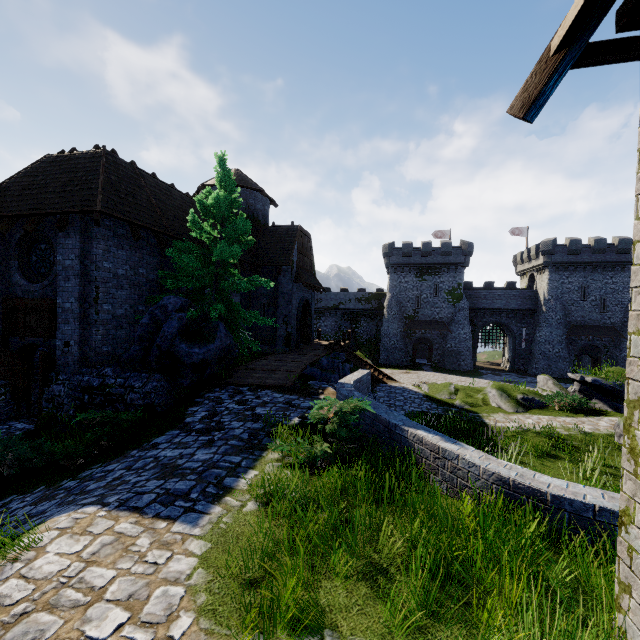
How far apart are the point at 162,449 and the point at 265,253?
17.3m

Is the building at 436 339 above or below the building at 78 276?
below

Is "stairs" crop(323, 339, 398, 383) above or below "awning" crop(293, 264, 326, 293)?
below

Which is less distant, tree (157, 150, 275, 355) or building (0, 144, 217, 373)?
building (0, 144, 217, 373)

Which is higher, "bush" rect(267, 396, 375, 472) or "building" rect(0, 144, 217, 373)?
"building" rect(0, 144, 217, 373)

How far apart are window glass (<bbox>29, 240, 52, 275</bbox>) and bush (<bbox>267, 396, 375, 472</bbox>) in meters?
11.3

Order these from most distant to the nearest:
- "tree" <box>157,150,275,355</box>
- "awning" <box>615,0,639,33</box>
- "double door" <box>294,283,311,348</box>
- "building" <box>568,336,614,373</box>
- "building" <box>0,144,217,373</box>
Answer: "building" <box>568,336,614,373</box> < "double door" <box>294,283,311,348</box> < "tree" <box>157,150,275,355</box> < "building" <box>0,144,217,373</box> < "awning" <box>615,0,639,33</box>

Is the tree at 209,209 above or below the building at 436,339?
above
